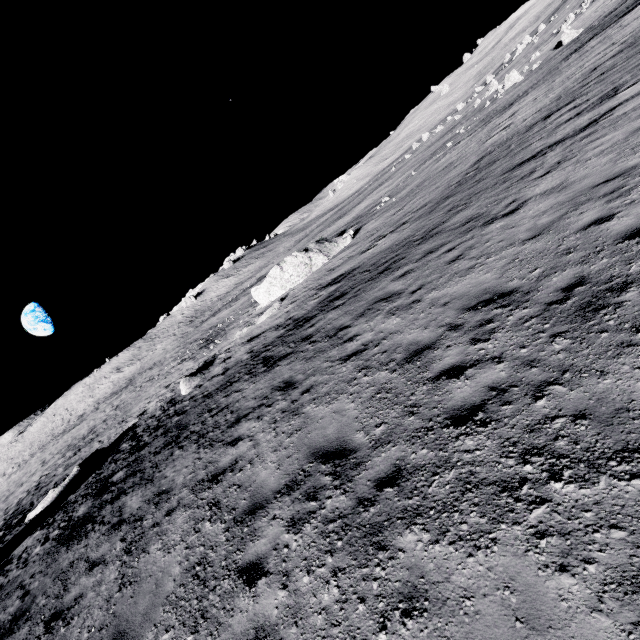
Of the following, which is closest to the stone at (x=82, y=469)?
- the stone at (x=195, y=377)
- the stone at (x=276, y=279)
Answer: the stone at (x=195, y=377)

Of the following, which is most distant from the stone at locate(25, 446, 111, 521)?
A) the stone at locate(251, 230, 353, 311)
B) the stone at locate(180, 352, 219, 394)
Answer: the stone at locate(251, 230, 353, 311)

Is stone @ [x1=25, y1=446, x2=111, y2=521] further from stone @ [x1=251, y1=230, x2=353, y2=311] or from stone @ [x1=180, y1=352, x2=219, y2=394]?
stone @ [x1=251, y1=230, x2=353, y2=311]

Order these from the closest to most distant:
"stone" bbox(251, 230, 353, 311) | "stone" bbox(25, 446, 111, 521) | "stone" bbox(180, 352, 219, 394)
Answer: "stone" bbox(25, 446, 111, 521) < "stone" bbox(180, 352, 219, 394) < "stone" bbox(251, 230, 353, 311)

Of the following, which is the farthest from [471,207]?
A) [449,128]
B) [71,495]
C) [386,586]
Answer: [449,128]

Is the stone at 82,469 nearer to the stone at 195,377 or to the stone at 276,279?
the stone at 195,377

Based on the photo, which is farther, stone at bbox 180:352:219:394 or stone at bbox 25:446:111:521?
stone at bbox 180:352:219:394
